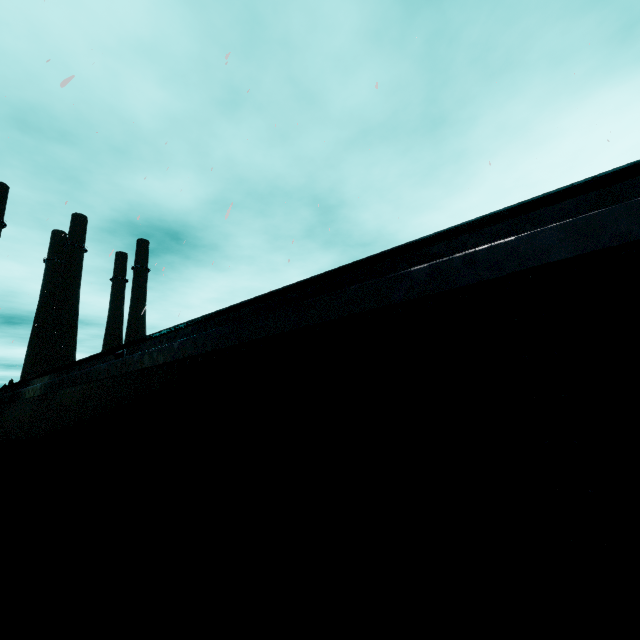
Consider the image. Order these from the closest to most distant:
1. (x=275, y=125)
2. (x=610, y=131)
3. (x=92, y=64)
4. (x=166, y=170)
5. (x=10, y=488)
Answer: (x=10, y=488)
(x=275, y=125)
(x=166, y=170)
(x=92, y=64)
(x=610, y=131)
